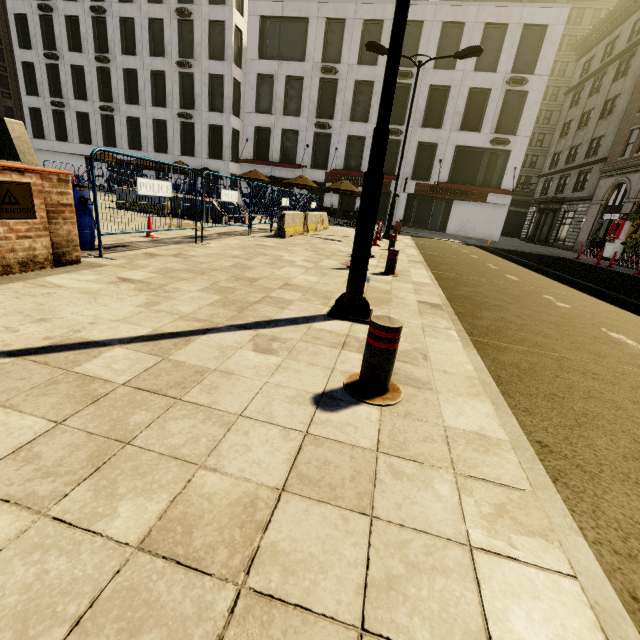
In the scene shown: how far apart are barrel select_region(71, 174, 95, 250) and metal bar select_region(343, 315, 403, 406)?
5.38m

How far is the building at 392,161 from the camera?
25.5m

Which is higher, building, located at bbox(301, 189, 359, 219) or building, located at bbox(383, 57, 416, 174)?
building, located at bbox(383, 57, 416, 174)

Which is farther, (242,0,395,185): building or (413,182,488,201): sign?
(413,182,488,201): sign

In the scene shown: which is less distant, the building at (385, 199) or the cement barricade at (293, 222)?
the cement barricade at (293, 222)

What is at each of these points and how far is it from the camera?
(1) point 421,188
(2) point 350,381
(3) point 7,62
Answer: (1) sign, 27.56m
(2) metal bar, 2.45m
(3) building, 42.31m

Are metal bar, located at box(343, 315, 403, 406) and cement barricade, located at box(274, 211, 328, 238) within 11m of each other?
yes

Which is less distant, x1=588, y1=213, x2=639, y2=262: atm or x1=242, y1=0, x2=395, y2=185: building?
x1=588, y1=213, x2=639, y2=262: atm
